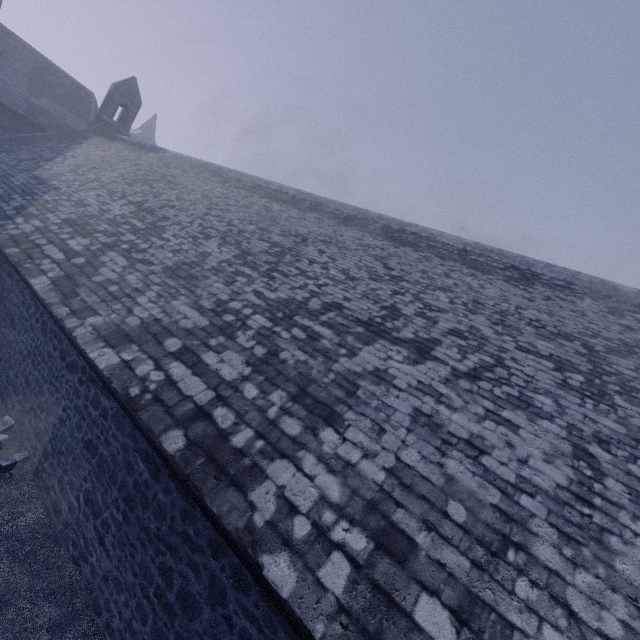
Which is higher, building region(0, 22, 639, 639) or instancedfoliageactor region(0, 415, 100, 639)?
building region(0, 22, 639, 639)

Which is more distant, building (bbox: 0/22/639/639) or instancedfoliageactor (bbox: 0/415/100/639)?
instancedfoliageactor (bbox: 0/415/100/639)

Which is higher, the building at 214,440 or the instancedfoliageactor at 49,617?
the building at 214,440

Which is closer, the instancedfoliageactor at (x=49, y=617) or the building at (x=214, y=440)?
the building at (x=214, y=440)

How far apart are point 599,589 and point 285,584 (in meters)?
2.98
